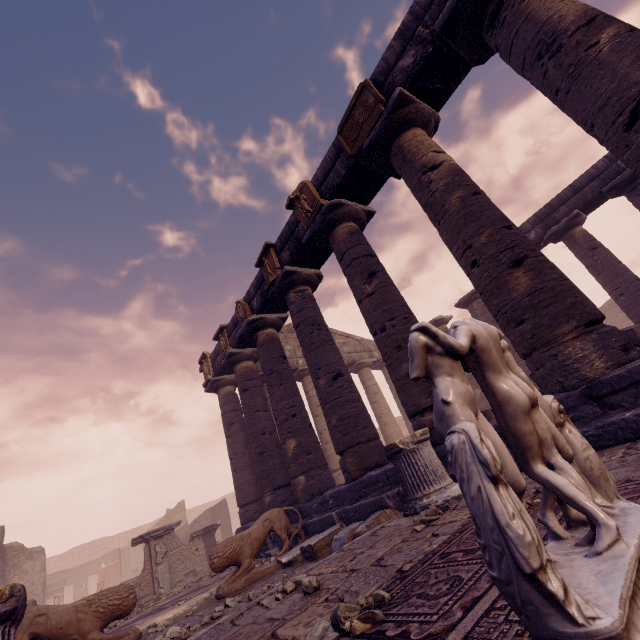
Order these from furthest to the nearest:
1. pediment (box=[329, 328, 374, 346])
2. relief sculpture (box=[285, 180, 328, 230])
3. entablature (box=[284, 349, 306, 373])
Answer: pediment (box=[329, 328, 374, 346])
entablature (box=[284, 349, 306, 373])
relief sculpture (box=[285, 180, 328, 230])

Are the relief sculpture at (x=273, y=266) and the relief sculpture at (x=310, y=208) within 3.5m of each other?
yes

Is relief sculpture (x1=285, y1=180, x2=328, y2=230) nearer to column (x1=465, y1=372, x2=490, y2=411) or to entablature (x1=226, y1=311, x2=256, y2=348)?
entablature (x1=226, y1=311, x2=256, y2=348)

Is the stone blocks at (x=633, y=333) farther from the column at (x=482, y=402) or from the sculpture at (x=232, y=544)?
the column at (x=482, y=402)

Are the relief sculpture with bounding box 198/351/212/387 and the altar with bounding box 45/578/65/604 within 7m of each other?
no

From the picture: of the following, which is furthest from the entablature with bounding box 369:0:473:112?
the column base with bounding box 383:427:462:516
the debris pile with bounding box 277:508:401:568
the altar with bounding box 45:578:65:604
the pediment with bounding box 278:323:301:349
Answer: the altar with bounding box 45:578:65:604

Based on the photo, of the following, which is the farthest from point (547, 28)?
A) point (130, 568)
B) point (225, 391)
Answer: point (130, 568)

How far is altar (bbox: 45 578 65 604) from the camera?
17.6m
